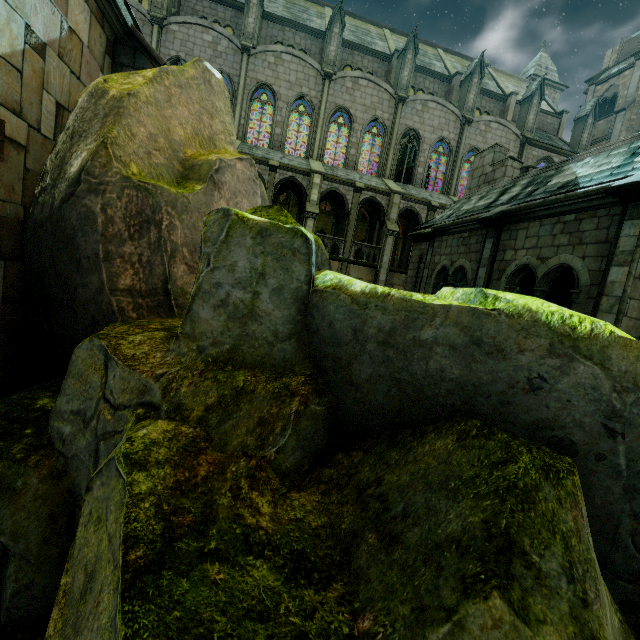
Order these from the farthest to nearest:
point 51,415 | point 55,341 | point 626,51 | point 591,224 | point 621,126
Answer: point 626,51, point 621,126, point 591,224, point 55,341, point 51,415

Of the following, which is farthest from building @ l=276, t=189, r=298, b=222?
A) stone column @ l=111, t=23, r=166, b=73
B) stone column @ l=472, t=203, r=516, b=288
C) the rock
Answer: stone column @ l=111, t=23, r=166, b=73

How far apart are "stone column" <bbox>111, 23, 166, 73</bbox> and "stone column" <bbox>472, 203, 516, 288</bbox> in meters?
8.9 m

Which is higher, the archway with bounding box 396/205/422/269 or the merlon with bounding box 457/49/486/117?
the merlon with bounding box 457/49/486/117

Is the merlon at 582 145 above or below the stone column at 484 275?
above

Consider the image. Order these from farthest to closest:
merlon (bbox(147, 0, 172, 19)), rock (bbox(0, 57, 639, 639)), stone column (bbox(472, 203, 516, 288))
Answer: merlon (bbox(147, 0, 172, 19))
stone column (bbox(472, 203, 516, 288))
rock (bbox(0, 57, 639, 639))

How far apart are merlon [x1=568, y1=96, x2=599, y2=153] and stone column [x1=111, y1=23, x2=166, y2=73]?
35.6m

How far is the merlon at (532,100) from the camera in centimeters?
2730cm
